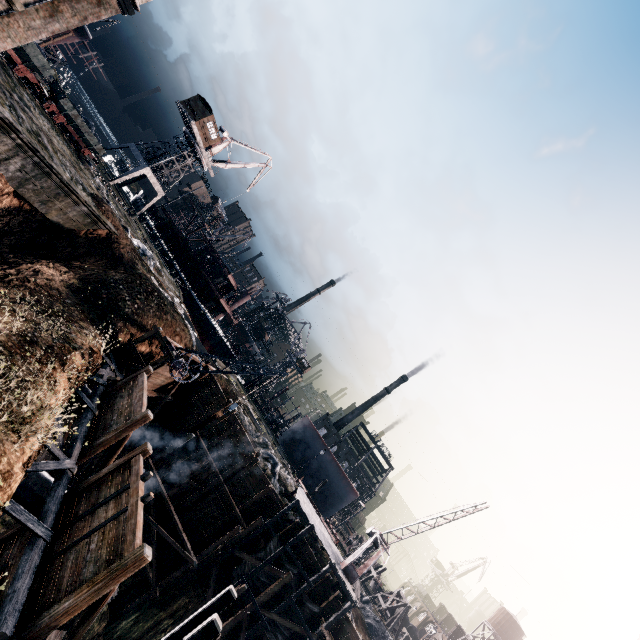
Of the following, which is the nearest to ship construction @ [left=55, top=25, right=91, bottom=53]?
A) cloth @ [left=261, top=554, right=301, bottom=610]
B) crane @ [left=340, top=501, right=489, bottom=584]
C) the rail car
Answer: the rail car

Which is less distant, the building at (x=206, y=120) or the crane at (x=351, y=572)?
the crane at (x=351, y=572)

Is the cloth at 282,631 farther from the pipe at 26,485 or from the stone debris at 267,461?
the pipe at 26,485

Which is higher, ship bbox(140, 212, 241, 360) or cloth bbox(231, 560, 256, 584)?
ship bbox(140, 212, 241, 360)

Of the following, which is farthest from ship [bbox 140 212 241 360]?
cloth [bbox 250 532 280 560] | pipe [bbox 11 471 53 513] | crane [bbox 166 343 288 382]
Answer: pipe [bbox 11 471 53 513]

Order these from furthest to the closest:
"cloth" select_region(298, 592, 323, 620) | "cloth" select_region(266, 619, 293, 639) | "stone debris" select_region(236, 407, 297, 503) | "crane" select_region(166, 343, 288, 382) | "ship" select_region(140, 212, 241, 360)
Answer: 1. "ship" select_region(140, 212, 241, 360)
2. "stone debris" select_region(236, 407, 297, 503)
3. "cloth" select_region(298, 592, 323, 620)
4. "cloth" select_region(266, 619, 293, 639)
5. "crane" select_region(166, 343, 288, 382)

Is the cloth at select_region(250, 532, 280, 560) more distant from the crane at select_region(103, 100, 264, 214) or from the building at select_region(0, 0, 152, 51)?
the crane at select_region(103, 100, 264, 214)

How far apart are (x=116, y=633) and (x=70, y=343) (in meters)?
22.22
